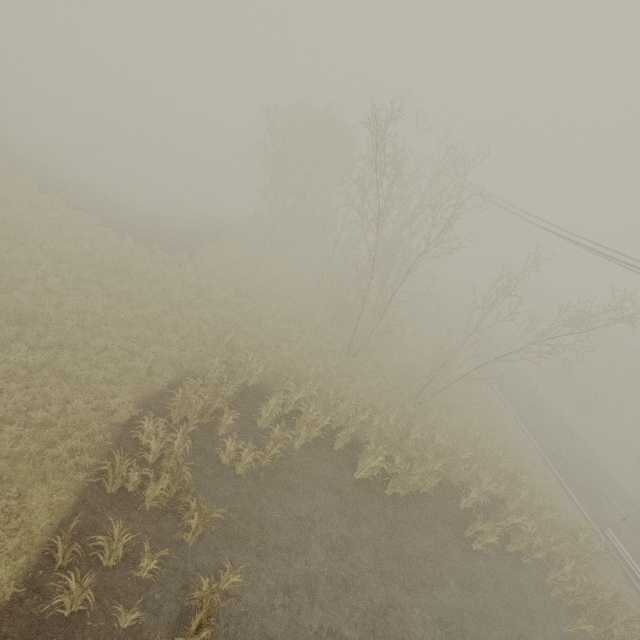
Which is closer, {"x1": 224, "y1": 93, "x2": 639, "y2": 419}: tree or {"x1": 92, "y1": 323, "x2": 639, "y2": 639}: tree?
{"x1": 92, "y1": 323, "x2": 639, "y2": 639}: tree

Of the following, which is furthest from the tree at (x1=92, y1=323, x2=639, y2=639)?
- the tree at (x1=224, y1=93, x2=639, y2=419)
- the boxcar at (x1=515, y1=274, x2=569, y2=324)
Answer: the boxcar at (x1=515, y1=274, x2=569, y2=324)

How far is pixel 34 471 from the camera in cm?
815

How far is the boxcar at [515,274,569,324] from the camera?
50.6 meters

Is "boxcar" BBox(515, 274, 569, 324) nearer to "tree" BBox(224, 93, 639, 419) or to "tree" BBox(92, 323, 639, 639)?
"tree" BBox(224, 93, 639, 419)

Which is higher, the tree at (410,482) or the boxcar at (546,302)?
the boxcar at (546,302)

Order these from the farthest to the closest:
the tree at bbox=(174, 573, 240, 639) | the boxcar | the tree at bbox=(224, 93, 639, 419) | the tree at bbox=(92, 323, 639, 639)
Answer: the boxcar < the tree at bbox=(224, 93, 639, 419) < the tree at bbox=(92, 323, 639, 639) < the tree at bbox=(174, 573, 240, 639)

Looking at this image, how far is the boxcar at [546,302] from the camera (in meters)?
50.62
